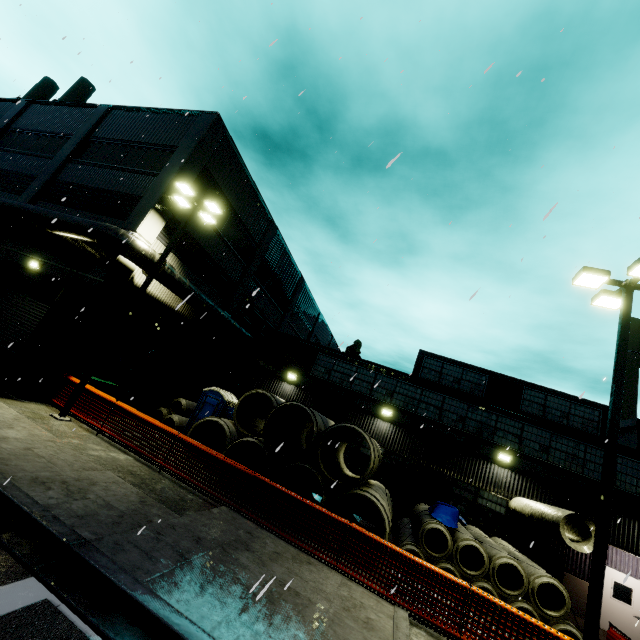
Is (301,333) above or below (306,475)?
above

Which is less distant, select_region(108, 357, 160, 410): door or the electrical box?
the electrical box

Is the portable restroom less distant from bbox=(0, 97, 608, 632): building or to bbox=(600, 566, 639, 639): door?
bbox=(0, 97, 608, 632): building

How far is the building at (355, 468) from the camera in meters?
17.0

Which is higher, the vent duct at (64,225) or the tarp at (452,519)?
the vent duct at (64,225)

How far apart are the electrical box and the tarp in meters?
13.3

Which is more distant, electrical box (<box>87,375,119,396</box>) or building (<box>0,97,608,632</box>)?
building (<box>0,97,608,632</box>)

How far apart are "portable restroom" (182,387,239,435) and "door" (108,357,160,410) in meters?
3.0
